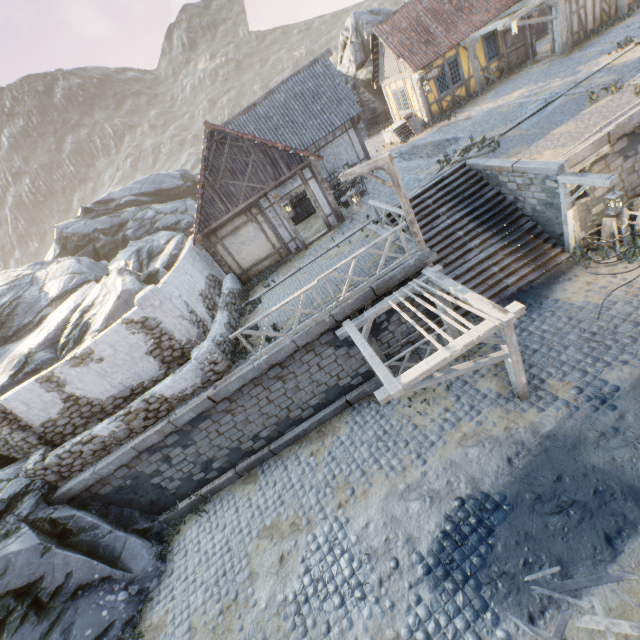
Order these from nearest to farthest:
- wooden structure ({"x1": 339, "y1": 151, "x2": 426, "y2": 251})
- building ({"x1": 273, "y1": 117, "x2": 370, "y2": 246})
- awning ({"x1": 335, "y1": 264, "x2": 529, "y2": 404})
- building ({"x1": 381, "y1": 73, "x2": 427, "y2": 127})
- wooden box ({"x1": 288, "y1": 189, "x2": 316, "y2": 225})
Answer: awning ({"x1": 335, "y1": 264, "x2": 529, "y2": 404}) < wooden structure ({"x1": 339, "y1": 151, "x2": 426, "y2": 251}) < building ({"x1": 273, "y1": 117, "x2": 370, "y2": 246}) < wooden box ({"x1": 288, "y1": 189, "x2": 316, "y2": 225}) < building ({"x1": 381, "y1": 73, "x2": 427, "y2": 127})

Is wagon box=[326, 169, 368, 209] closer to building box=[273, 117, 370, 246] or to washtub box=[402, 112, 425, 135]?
building box=[273, 117, 370, 246]

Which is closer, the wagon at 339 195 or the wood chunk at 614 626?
the wood chunk at 614 626

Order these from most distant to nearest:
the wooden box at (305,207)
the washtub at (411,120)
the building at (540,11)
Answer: the washtub at (411,120) → the wooden box at (305,207) → the building at (540,11)

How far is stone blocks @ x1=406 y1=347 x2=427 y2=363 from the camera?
10.8m

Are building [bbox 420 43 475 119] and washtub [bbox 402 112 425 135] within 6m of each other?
Result: yes

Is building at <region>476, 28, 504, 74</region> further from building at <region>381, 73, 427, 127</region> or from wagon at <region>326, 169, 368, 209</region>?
wagon at <region>326, 169, 368, 209</region>

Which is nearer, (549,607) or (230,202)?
(549,607)
